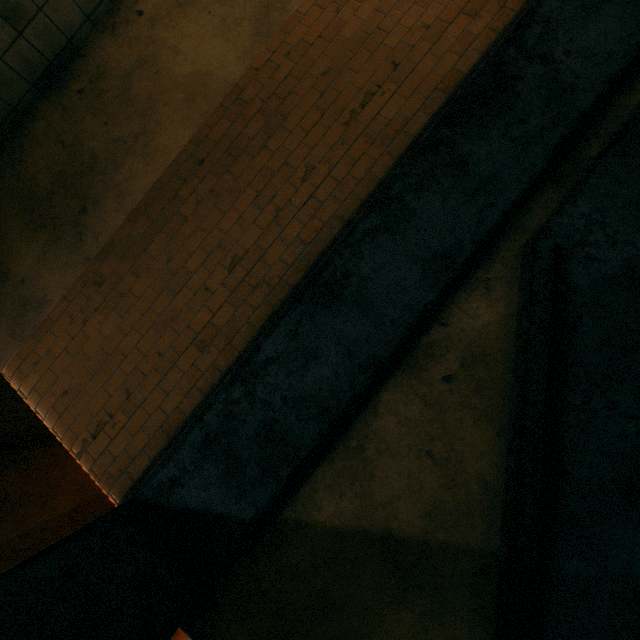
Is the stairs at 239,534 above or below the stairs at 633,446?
above

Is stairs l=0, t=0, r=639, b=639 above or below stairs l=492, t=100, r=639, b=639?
above

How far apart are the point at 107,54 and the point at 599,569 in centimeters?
665cm
